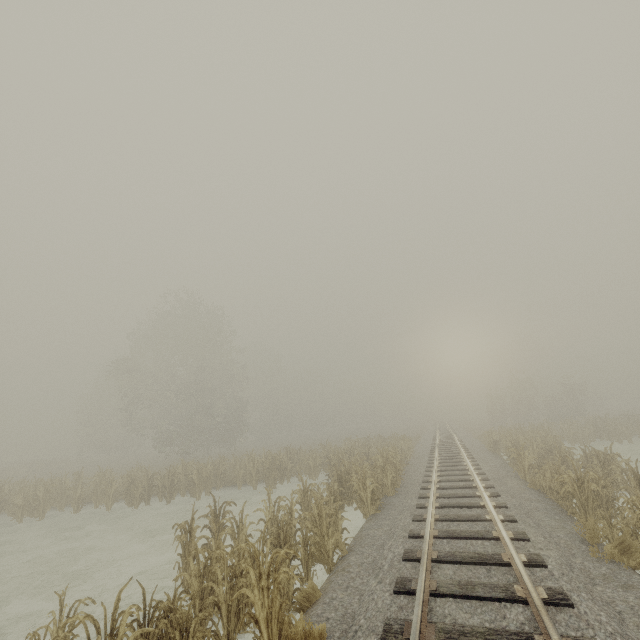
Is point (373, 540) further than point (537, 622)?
Yes
